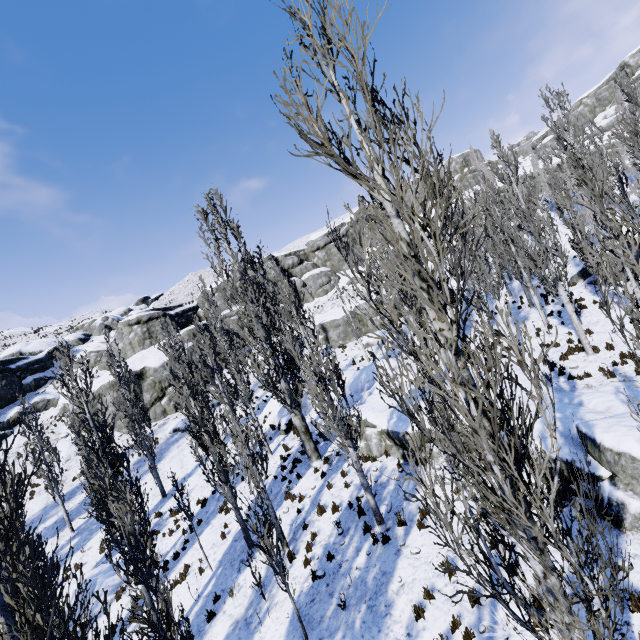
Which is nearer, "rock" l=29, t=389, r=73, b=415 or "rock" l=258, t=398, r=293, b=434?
"rock" l=258, t=398, r=293, b=434

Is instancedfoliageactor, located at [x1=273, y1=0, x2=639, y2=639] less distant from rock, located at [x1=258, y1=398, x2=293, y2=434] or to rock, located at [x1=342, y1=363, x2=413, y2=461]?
rock, located at [x1=342, y1=363, x2=413, y2=461]

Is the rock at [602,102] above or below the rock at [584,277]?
above

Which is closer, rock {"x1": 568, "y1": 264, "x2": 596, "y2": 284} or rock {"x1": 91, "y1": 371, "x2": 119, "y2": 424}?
rock {"x1": 568, "y1": 264, "x2": 596, "y2": 284}

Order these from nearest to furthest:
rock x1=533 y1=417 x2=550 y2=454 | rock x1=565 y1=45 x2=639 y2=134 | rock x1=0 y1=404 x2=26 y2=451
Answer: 1. rock x1=533 y1=417 x2=550 y2=454
2. rock x1=0 y1=404 x2=26 y2=451
3. rock x1=565 y1=45 x2=639 y2=134

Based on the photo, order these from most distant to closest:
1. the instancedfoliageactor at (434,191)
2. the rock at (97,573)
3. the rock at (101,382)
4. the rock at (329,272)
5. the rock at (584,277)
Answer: the rock at (329,272) → the rock at (101,382) → the rock at (584,277) → the rock at (97,573) → the instancedfoliageactor at (434,191)

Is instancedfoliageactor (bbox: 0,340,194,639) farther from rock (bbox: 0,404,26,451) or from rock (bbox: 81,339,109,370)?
rock (bbox: 81,339,109,370)

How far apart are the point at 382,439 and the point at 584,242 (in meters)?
12.03
